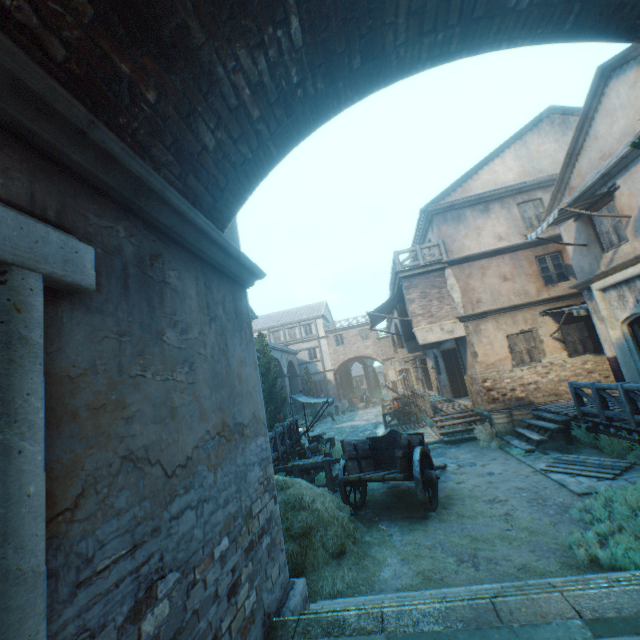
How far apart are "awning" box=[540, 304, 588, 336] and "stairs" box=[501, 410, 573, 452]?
3.2 meters

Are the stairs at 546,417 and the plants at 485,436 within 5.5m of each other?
yes

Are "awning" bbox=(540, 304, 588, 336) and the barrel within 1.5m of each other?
no

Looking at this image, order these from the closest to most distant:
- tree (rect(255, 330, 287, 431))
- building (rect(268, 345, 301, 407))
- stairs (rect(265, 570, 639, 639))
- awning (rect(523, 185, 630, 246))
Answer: stairs (rect(265, 570, 639, 639)) → awning (rect(523, 185, 630, 246)) → tree (rect(255, 330, 287, 431)) → building (rect(268, 345, 301, 407))

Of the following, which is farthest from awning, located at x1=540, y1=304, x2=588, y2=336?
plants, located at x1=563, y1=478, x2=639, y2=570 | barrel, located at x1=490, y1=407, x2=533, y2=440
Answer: plants, located at x1=563, y1=478, x2=639, y2=570

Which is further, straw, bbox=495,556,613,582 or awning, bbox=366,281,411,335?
awning, bbox=366,281,411,335

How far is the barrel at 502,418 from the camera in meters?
11.7

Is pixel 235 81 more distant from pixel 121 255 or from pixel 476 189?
pixel 476 189
